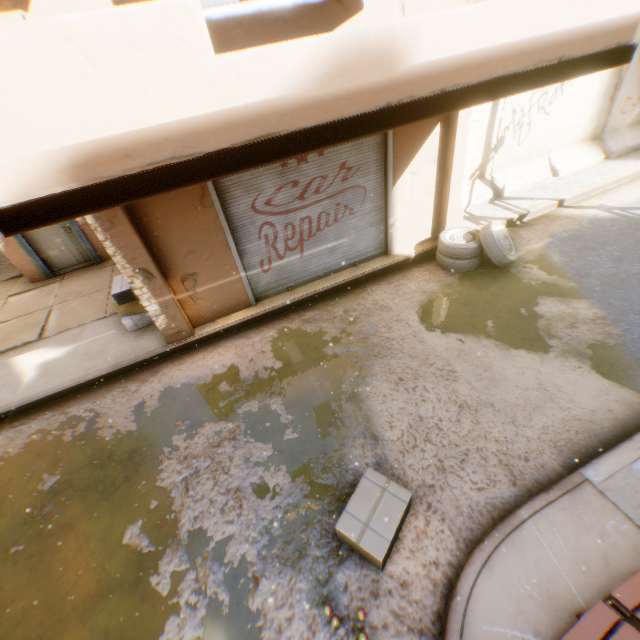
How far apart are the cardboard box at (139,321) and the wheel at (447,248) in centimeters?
531cm

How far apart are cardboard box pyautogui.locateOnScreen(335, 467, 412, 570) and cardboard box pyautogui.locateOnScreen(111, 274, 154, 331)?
4.8m

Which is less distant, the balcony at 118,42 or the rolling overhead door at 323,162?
the balcony at 118,42

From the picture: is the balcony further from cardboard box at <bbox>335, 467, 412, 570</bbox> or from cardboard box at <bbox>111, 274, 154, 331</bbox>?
cardboard box at <bbox>111, 274, 154, 331</bbox>

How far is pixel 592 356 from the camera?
4.82m

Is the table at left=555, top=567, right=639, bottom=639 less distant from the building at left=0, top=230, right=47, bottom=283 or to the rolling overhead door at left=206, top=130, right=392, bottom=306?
the building at left=0, top=230, right=47, bottom=283

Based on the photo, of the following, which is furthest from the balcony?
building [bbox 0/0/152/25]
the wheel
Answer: the wheel

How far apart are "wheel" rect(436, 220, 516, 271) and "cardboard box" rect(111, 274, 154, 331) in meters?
5.3 m
